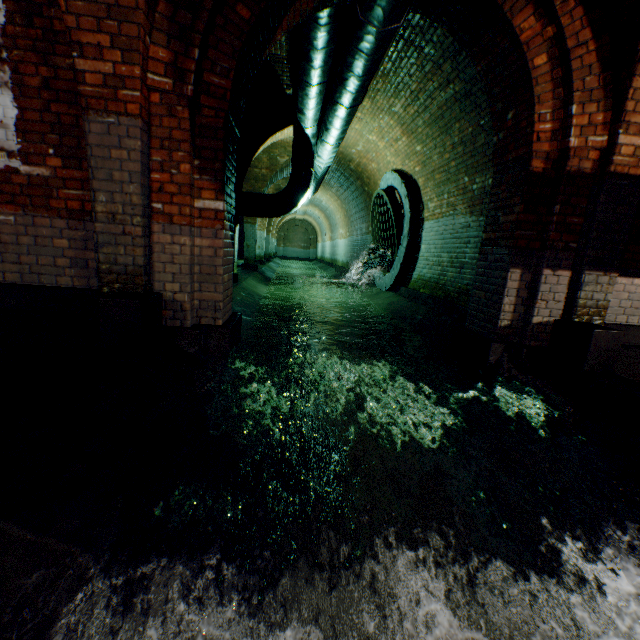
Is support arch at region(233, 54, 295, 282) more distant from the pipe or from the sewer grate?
the sewer grate

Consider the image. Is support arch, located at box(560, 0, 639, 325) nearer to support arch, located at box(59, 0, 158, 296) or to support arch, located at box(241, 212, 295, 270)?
support arch, located at box(59, 0, 158, 296)

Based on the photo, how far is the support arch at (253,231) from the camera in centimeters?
1290cm

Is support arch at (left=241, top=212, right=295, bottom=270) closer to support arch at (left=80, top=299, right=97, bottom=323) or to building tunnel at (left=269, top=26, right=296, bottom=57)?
building tunnel at (left=269, top=26, right=296, bottom=57)

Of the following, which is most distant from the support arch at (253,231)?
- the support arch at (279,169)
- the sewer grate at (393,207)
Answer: the sewer grate at (393,207)

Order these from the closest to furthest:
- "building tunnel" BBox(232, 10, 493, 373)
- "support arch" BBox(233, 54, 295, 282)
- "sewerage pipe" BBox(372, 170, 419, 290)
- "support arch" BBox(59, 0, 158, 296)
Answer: "support arch" BBox(59, 0, 158, 296) → "building tunnel" BBox(232, 10, 493, 373) → "support arch" BBox(233, 54, 295, 282) → "sewerage pipe" BBox(372, 170, 419, 290)

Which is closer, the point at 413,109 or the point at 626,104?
the point at 626,104

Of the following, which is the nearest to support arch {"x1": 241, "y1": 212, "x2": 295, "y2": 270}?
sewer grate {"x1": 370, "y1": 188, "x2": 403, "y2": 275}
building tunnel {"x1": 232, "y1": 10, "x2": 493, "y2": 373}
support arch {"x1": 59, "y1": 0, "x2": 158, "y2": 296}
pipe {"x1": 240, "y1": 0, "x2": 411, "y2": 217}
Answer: building tunnel {"x1": 232, "y1": 10, "x2": 493, "y2": 373}
